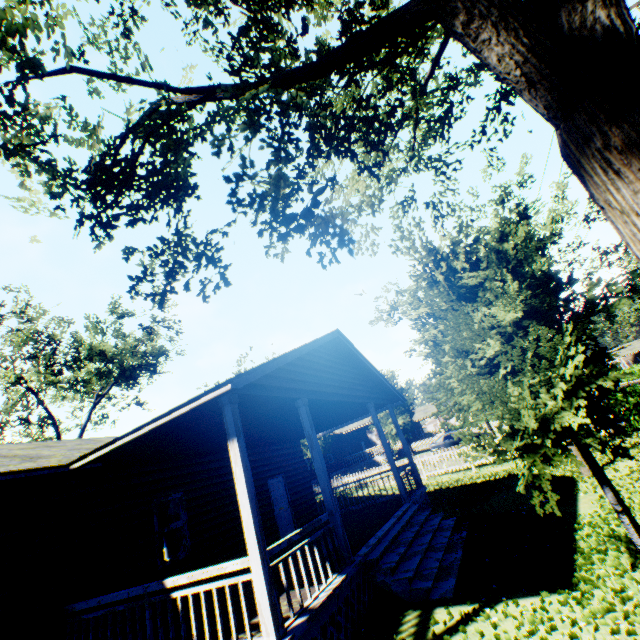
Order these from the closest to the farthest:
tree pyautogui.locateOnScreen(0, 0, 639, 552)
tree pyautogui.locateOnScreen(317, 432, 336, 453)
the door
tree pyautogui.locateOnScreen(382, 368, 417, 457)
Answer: tree pyautogui.locateOnScreen(0, 0, 639, 552), the door, tree pyautogui.locateOnScreen(382, 368, 417, 457), tree pyautogui.locateOnScreen(317, 432, 336, 453)

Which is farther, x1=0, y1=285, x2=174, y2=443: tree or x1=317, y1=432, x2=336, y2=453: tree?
x1=317, y1=432, x2=336, y2=453: tree

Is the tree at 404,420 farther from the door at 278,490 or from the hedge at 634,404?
the door at 278,490

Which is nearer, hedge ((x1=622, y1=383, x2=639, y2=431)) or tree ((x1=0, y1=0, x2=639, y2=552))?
tree ((x1=0, y1=0, x2=639, y2=552))

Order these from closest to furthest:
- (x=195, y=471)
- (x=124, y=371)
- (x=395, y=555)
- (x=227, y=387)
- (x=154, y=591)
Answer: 1. (x=227, y=387)
2. (x=395, y=555)
3. (x=154, y=591)
4. (x=195, y=471)
5. (x=124, y=371)

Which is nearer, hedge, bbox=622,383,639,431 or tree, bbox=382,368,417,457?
hedge, bbox=622,383,639,431

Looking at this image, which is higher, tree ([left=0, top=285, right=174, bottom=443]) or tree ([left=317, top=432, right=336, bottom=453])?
tree ([left=0, top=285, right=174, bottom=443])

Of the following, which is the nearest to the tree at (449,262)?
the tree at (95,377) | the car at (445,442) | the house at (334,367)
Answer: the house at (334,367)
